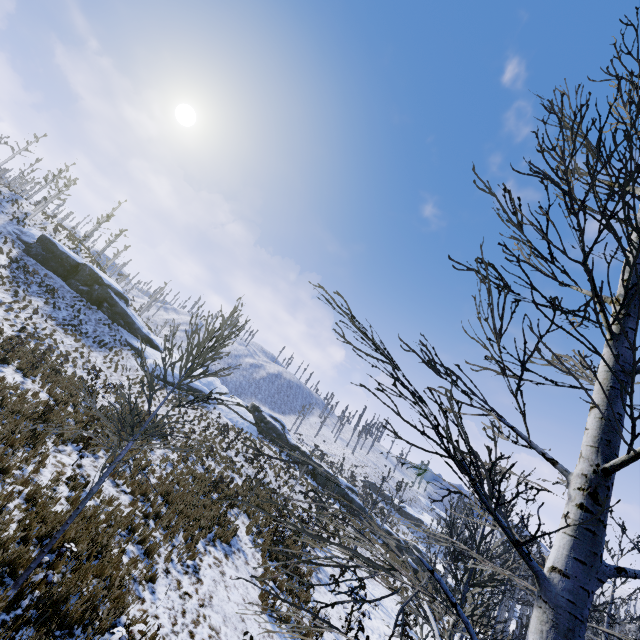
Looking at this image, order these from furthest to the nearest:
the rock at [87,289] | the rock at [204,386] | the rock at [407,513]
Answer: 1. the rock at [407,513]
2. the rock at [204,386]
3. the rock at [87,289]

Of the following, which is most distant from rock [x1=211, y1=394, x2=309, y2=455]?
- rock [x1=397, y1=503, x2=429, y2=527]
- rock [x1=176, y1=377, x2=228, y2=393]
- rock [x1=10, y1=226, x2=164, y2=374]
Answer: rock [x1=397, y1=503, x2=429, y2=527]

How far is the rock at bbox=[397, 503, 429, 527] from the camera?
57.5m

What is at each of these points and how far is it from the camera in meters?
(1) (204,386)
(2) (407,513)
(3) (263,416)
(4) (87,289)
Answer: (1) rock, 35.8
(2) rock, 57.7
(3) rock, 41.8
(4) rock, 32.7

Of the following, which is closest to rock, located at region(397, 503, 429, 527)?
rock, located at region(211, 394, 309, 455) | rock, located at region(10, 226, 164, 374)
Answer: rock, located at region(211, 394, 309, 455)

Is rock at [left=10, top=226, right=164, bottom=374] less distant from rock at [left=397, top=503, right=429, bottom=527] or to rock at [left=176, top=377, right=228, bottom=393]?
rock at [left=176, top=377, right=228, bottom=393]

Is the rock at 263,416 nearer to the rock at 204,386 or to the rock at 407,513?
the rock at 204,386

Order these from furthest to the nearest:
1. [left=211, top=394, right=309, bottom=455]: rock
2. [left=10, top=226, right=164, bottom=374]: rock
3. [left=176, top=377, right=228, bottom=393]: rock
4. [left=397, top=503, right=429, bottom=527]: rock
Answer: [left=397, top=503, right=429, bottom=527]: rock
[left=211, top=394, right=309, bottom=455]: rock
[left=176, top=377, right=228, bottom=393]: rock
[left=10, top=226, right=164, bottom=374]: rock
